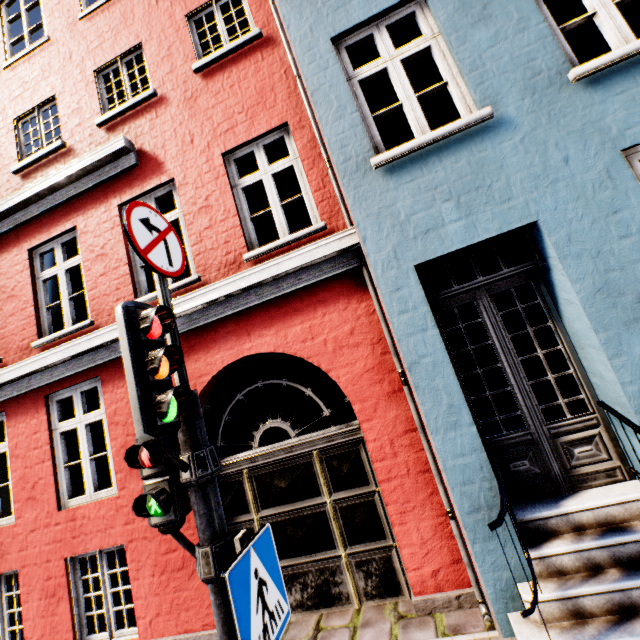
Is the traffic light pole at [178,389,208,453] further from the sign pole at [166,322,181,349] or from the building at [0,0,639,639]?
the building at [0,0,639,639]

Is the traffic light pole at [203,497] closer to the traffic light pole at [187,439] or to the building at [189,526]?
the traffic light pole at [187,439]

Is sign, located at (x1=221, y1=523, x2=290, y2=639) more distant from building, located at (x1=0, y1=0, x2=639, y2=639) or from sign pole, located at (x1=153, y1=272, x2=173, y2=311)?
building, located at (x1=0, y1=0, x2=639, y2=639)

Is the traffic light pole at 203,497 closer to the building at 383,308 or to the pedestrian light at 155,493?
the pedestrian light at 155,493

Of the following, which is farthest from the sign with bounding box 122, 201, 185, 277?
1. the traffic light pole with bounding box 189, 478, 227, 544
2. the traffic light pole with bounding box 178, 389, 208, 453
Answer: the traffic light pole with bounding box 189, 478, 227, 544

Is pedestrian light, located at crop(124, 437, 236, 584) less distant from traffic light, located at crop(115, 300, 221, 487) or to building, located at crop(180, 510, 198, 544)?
traffic light, located at crop(115, 300, 221, 487)

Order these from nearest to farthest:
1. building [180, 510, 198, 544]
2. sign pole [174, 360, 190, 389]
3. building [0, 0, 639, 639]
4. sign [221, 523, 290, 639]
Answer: sign [221, 523, 290, 639] < sign pole [174, 360, 190, 389] < building [0, 0, 639, 639] < building [180, 510, 198, 544]

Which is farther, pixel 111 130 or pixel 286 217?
pixel 286 217
